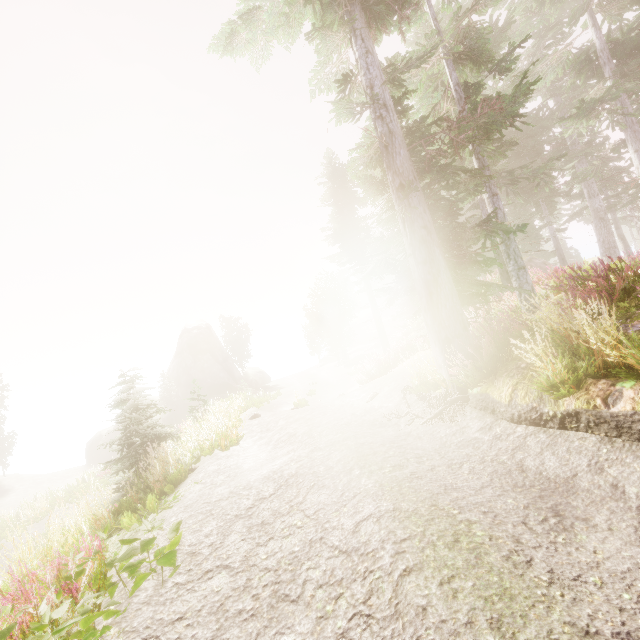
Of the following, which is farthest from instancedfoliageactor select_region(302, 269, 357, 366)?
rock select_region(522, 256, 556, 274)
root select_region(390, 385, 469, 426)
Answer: root select_region(390, 385, 469, 426)

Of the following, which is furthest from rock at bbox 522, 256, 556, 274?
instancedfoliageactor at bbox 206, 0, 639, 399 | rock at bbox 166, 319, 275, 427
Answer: rock at bbox 166, 319, 275, 427

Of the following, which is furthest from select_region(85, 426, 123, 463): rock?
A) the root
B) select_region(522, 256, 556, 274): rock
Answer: the root

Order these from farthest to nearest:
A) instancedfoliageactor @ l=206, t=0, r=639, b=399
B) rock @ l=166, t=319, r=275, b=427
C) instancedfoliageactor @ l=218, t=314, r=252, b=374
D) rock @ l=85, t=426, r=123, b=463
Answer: instancedfoliageactor @ l=218, t=314, r=252, b=374 < rock @ l=166, t=319, r=275, b=427 < rock @ l=85, t=426, r=123, b=463 < instancedfoliageactor @ l=206, t=0, r=639, b=399

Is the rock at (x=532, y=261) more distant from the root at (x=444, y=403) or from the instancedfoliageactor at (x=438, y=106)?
the root at (x=444, y=403)

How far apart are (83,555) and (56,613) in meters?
1.4

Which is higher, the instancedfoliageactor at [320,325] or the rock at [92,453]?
the instancedfoliageactor at [320,325]

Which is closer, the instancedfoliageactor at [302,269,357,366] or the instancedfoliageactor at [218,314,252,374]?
the instancedfoliageactor at [302,269,357,366]
